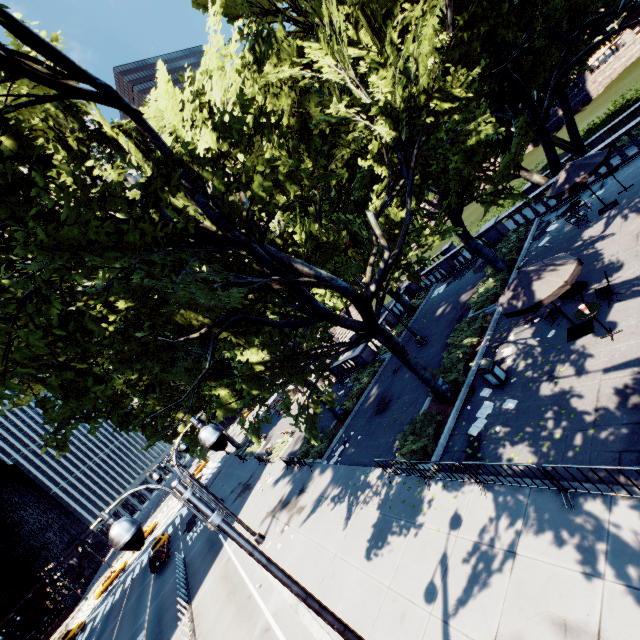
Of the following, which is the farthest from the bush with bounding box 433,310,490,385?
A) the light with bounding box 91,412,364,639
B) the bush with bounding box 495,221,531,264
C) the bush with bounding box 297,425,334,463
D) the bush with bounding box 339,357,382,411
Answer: the light with bounding box 91,412,364,639

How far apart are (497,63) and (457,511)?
22.5m

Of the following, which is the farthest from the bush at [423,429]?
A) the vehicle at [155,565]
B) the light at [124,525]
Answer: the vehicle at [155,565]

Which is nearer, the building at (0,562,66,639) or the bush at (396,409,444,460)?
the bush at (396,409,444,460)

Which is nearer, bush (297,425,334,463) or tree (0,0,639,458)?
tree (0,0,639,458)

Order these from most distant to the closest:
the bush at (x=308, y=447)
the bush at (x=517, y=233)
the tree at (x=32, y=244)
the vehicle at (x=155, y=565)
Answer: the vehicle at (x=155, y=565)
the bush at (x=308, y=447)
the bush at (x=517, y=233)
the tree at (x=32, y=244)

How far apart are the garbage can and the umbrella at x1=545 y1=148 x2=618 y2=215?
9.6m

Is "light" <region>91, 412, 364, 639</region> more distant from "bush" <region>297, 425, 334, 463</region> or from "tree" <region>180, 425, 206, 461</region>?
"bush" <region>297, 425, 334, 463</region>
